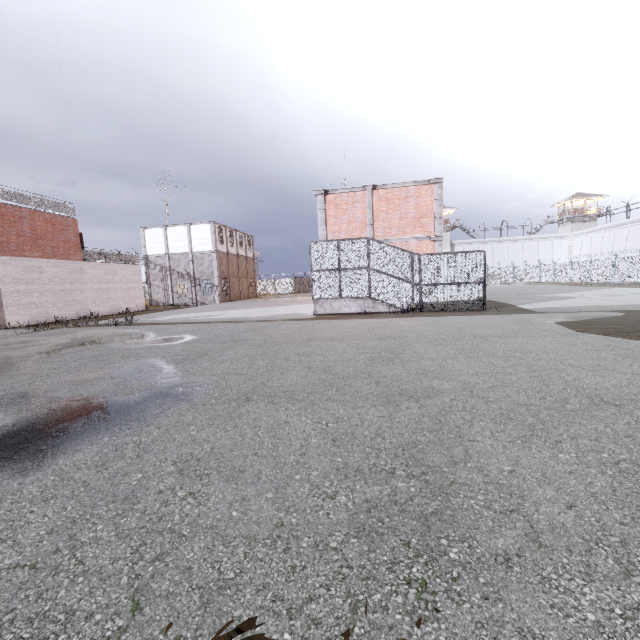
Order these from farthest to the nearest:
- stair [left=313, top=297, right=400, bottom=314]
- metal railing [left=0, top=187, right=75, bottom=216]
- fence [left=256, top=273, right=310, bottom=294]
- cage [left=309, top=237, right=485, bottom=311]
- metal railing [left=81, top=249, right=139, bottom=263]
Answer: fence [left=256, top=273, right=310, bottom=294] < metal railing [left=81, top=249, right=139, bottom=263] < metal railing [left=0, top=187, right=75, bottom=216] < stair [left=313, top=297, right=400, bottom=314] < cage [left=309, top=237, right=485, bottom=311]

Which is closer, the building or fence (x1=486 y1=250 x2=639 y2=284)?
fence (x1=486 y1=250 x2=639 y2=284)

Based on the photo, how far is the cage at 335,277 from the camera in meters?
15.6

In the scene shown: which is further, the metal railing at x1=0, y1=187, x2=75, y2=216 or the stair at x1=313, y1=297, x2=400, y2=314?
the metal railing at x1=0, y1=187, x2=75, y2=216

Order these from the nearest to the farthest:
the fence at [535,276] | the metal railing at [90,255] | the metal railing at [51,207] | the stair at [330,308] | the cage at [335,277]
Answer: the cage at [335,277], the stair at [330,308], the metal railing at [51,207], the metal railing at [90,255], the fence at [535,276]

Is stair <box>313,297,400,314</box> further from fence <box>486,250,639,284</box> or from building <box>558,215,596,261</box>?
building <box>558,215,596,261</box>

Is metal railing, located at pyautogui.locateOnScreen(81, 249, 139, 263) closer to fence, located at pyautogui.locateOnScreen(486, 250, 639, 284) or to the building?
fence, located at pyautogui.locateOnScreen(486, 250, 639, 284)

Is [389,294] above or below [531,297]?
above
